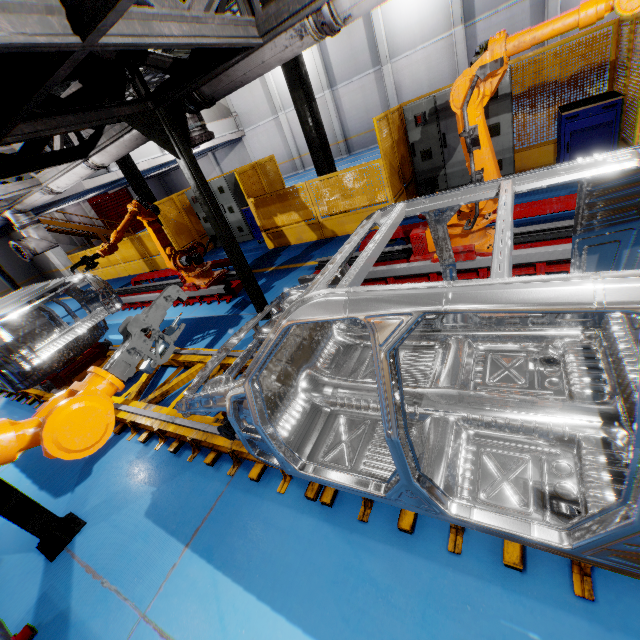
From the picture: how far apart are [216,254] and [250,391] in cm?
1042

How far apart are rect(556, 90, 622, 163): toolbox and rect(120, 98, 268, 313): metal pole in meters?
6.0

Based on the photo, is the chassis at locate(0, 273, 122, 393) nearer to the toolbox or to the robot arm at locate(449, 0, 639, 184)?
the robot arm at locate(449, 0, 639, 184)

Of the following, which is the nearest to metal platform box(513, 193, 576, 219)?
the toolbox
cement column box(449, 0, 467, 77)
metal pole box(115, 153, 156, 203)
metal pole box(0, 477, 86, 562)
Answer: the toolbox

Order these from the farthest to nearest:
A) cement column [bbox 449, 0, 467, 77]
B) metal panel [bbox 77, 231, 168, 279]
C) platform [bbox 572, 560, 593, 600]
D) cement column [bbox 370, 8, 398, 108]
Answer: cement column [bbox 370, 8, 398, 108] < cement column [bbox 449, 0, 467, 77] < metal panel [bbox 77, 231, 168, 279] < platform [bbox 572, 560, 593, 600]

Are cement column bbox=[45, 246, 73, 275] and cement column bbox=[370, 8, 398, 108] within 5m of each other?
no

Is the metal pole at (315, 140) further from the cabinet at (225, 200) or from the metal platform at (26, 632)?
the metal platform at (26, 632)

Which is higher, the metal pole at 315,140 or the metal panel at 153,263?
the metal pole at 315,140
